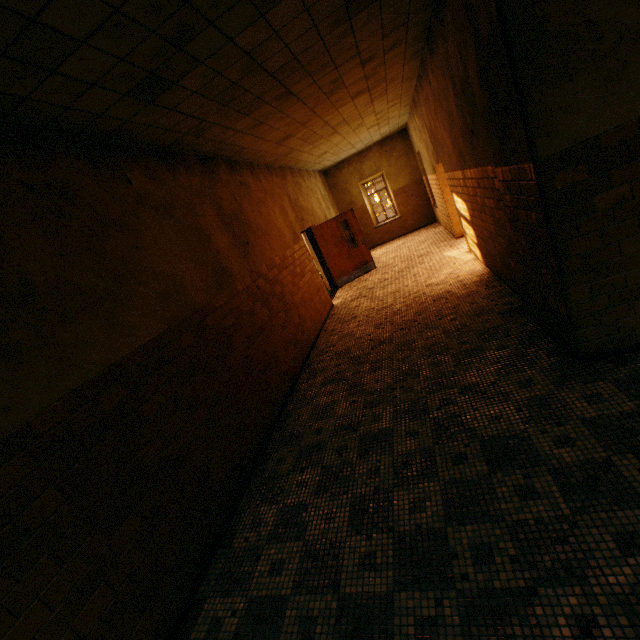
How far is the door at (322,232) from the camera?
10.13m

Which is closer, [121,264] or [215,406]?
[121,264]

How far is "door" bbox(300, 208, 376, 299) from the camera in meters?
10.1
